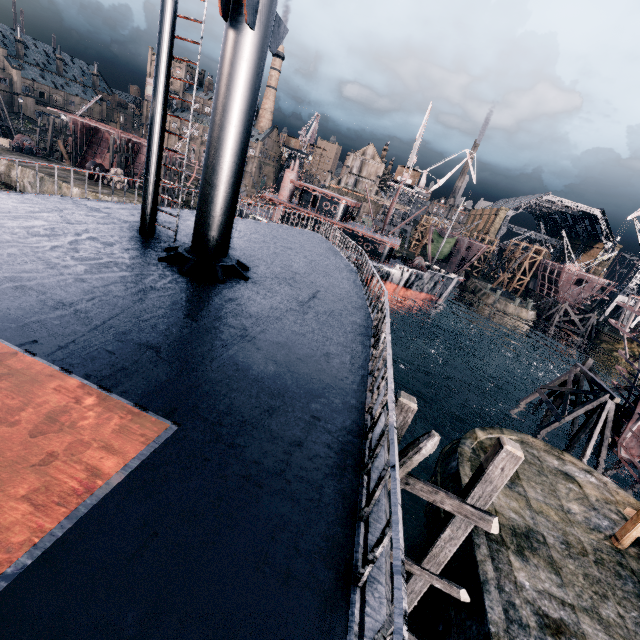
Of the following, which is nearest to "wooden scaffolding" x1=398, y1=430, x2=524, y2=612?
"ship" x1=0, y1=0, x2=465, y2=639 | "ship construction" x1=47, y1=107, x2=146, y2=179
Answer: "ship" x1=0, y1=0, x2=465, y2=639

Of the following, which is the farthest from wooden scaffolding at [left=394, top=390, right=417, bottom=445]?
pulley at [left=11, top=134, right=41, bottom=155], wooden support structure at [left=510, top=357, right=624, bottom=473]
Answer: pulley at [left=11, top=134, right=41, bottom=155]

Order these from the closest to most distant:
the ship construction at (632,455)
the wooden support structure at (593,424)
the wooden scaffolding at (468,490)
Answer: the wooden scaffolding at (468,490) → the ship construction at (632,455) → the wooden support structure at (593,424)

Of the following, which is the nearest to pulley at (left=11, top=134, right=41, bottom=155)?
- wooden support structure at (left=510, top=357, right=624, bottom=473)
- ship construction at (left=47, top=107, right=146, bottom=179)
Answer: ship construction at (left=47, top=107, right=146, bottom=179)

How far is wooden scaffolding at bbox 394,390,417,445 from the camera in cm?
→ 815

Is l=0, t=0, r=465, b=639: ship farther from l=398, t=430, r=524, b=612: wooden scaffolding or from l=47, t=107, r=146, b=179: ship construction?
l=47, t=107, r=146, b=179: ship construction

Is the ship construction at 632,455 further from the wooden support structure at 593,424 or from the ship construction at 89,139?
the ship construction at 89,139

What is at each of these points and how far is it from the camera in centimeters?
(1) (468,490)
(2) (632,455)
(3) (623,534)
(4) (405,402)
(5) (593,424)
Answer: (1) wooden scaffolding, 841cm
(2) ship construction, 2425cm
(3) wooden scaffolding, 1320cm
(4) wooden scaffolding, 815cm
(5) wooden support structure, 2431cm
